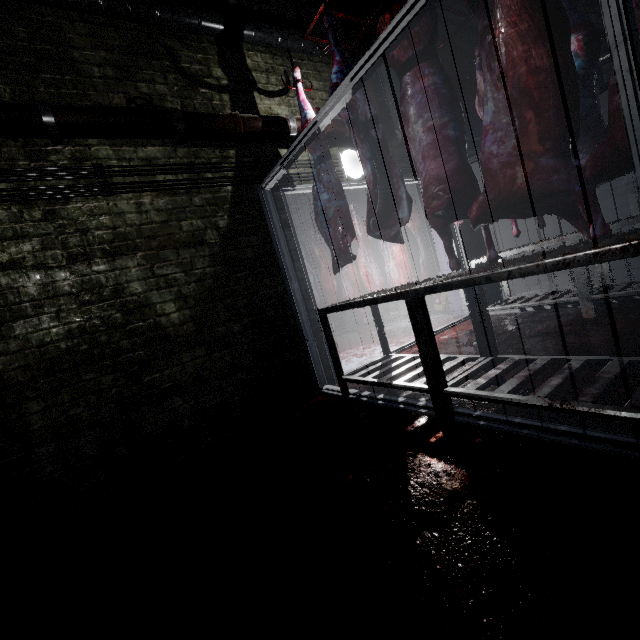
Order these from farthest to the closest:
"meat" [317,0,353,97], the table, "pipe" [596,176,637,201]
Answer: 1. "pipe" [596,176,637,201]
2. "meat" [317,0,353,97]
3. the table

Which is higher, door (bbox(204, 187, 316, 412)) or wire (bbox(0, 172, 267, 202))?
wire (bbox(0, 172, 267, 202))

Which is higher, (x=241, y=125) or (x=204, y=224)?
(x=241, y=125)

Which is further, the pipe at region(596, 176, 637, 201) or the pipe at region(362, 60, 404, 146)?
the pipe at region(596, 176, 637, 201)

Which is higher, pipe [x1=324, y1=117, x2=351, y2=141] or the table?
pipe [x1=324, y1=117, x2=351, y2=141]

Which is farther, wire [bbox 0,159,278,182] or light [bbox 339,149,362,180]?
light [bbox 339,149,362,180]

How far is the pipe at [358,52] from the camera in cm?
349

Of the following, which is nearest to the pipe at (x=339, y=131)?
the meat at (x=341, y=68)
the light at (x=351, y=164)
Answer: the light at (x=351, y=164)
